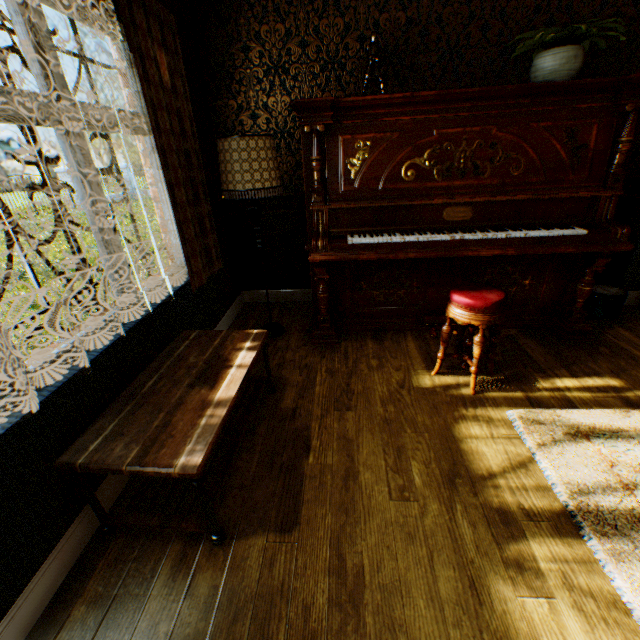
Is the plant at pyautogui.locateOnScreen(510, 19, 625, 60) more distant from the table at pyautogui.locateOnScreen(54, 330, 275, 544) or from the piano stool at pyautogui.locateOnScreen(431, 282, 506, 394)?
the table at pyautogui.locateOnScreen(54, 330, 275, 544)

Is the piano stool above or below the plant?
below

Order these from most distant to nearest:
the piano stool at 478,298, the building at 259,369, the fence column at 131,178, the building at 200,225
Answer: the fence column at 131,178
the building at 259,369
the piano stool at 478,298
the building at 200,225

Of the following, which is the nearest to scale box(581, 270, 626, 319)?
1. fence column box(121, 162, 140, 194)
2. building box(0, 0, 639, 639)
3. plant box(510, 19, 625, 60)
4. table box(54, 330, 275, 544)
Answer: building box(0, 0, 639, 639)

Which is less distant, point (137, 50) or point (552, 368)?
point (137, 50)

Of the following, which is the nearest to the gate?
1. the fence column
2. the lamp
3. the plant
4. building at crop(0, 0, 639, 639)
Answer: the fence column

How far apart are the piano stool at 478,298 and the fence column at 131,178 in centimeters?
2741cm

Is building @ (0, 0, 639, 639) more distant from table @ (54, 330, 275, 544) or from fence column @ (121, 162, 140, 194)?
fence column @ (121, 162, 140, 194)
